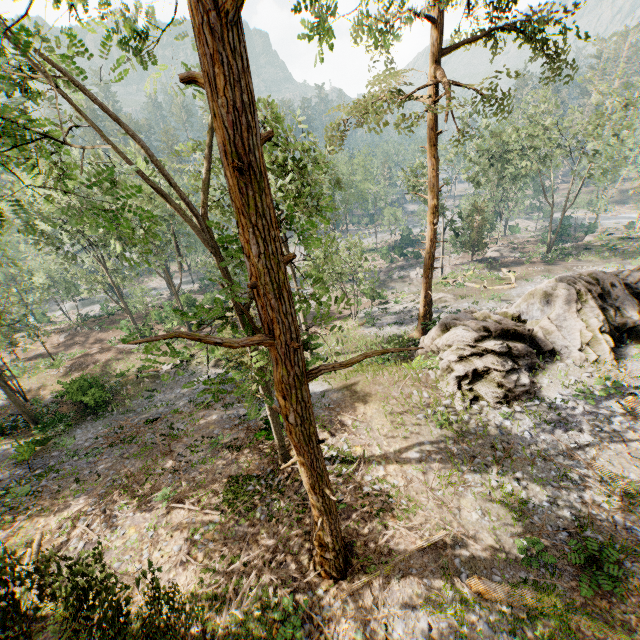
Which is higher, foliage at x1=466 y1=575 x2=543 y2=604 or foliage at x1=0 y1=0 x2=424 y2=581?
foliage at x1=0 y1=0 x2=424 y2=581

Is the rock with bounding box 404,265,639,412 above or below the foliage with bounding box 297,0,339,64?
below

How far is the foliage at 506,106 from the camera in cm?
1340

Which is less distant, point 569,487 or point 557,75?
point 569,487

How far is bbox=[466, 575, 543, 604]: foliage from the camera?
9.02m

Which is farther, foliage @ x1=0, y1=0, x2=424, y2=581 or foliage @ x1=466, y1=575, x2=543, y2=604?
foliage @ x1=466, y1=575, x2=543, y2=604

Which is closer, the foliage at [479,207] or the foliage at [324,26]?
the foliage at [324,26]
